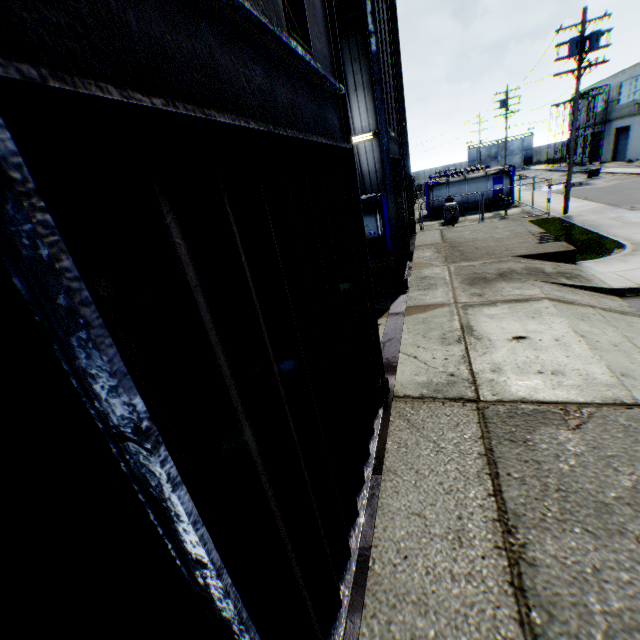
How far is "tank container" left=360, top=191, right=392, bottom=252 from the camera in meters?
16.6

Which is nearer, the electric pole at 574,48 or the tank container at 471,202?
the electric pole at 574,48

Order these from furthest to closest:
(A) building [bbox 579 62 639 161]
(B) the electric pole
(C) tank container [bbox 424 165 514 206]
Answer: (A) building [bbox 579 62 639 161]
(C) tank container [bbox 424 165 514 206]
(B) the electric pole

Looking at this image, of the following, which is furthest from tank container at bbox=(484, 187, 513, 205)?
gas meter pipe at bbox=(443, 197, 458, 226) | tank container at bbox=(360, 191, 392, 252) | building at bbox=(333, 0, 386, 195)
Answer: tank container at bbox=(360, 191, 392, 252)

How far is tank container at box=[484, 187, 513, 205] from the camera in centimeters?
2650cm

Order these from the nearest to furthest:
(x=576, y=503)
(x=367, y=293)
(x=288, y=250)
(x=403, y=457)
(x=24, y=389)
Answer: (x=24, y=389) < (x=288, y=250) < (x=576, y=503) < (x=403, y=457) < (x=367, y=293)

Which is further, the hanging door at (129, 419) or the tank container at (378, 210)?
the tank container at (378, 210)

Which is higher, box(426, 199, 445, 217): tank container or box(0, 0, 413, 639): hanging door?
box(0, 0, 413, 639): hanging door
